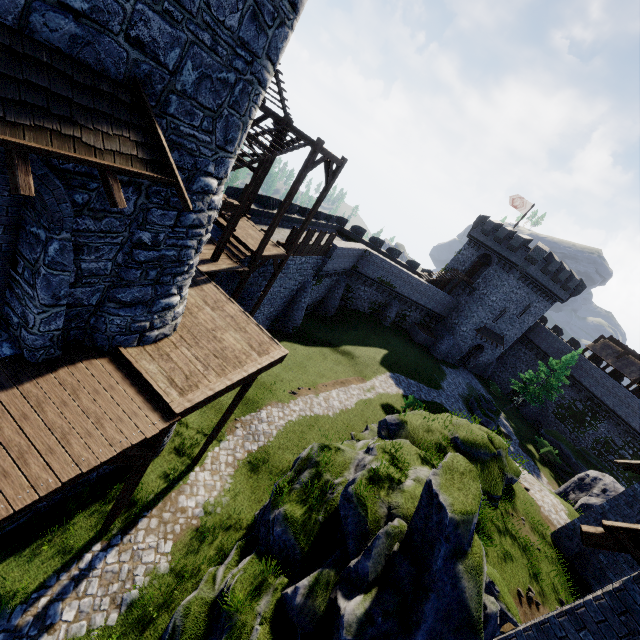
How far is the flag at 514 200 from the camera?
38.50m

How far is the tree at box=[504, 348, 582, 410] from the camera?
35.3m

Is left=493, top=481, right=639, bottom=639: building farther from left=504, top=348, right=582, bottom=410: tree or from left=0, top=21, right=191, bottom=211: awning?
left=504, top=348, right=582, bottom=410: tree

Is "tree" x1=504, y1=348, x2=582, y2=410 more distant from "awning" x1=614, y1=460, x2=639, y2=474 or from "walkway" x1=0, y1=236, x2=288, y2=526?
"walkway" x1=0, y1=236, x2=288, y2=526

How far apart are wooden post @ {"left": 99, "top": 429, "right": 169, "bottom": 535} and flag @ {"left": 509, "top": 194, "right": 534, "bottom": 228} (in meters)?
44.06

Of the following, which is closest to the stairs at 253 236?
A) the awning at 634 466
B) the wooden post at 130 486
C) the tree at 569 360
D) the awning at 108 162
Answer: the awning at 108 162

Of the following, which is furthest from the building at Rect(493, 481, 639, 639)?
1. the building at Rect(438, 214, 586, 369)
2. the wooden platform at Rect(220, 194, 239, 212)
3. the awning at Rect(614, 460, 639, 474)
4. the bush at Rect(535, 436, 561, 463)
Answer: the building at Rect(438, 214, 586, 369)

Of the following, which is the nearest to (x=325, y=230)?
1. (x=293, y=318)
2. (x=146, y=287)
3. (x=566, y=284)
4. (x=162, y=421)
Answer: (x=293, y=318)
